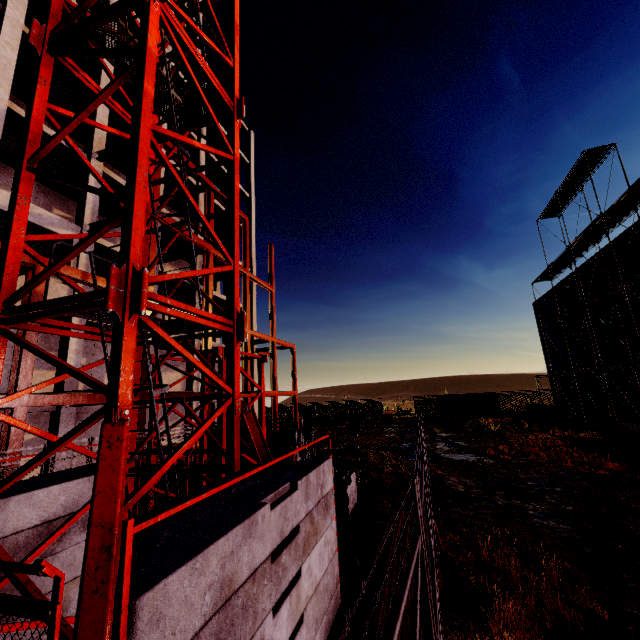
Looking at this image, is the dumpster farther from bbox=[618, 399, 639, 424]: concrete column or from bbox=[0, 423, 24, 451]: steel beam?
bbox=[0, 423, 24, 451]: steel beam

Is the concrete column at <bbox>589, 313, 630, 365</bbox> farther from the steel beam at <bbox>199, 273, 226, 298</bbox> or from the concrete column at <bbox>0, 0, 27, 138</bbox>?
the concrete column at <bbox>0, 0, 27, 138</bbox>

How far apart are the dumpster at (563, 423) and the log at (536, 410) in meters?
2.9

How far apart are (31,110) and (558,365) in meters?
37.7

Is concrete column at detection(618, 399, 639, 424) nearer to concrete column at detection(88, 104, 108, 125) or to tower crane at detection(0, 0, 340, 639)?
tower crane at detection(0, 0, 340, 639)

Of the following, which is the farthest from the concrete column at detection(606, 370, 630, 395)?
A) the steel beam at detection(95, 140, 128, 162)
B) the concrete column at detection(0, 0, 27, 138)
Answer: the concrete column at detection(0, 0, 27, 138)

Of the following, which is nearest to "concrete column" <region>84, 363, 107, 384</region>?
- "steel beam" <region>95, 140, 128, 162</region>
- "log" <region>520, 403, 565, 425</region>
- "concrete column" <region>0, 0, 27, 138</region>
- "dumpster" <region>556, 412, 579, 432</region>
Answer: "concrete column" <region>0, 0, 27, 138</region>

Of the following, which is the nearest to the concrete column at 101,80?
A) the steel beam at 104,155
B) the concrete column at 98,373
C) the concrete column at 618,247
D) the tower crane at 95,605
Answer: the steel beam at 104,155
